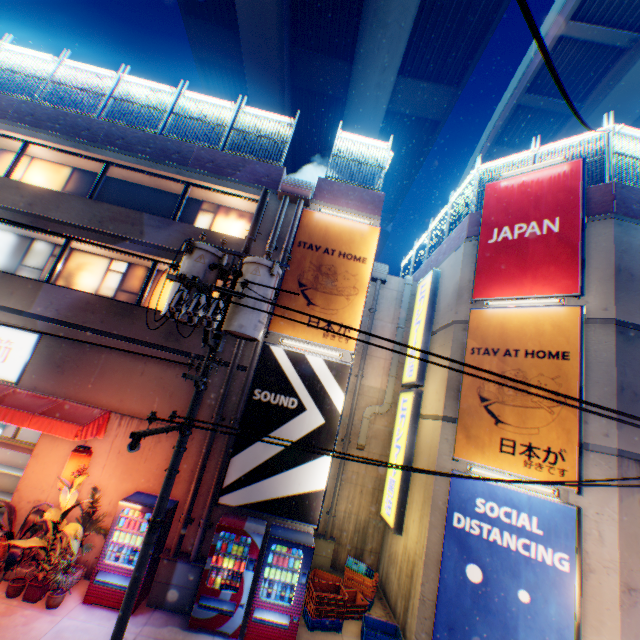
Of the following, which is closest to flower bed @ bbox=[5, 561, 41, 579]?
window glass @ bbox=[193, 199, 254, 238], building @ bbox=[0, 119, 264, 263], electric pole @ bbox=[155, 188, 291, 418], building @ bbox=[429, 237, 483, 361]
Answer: building @ bbox=[0, 119, 264, 263]

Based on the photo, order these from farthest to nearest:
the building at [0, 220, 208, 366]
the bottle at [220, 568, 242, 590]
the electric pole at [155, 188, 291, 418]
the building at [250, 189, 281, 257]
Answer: the building at [250, 189, 281, 257] → the building at [0, 220, 208, 366] → the bottle at [220, 568, 242, 590] → the electric pole at [155, 188, 291, 418]

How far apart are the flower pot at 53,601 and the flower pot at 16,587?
0.15m

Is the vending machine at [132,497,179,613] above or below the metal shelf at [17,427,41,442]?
below

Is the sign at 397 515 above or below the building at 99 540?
above

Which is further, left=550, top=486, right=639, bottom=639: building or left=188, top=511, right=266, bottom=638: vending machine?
left=188, top=511, right=266, bottom=638: vending machine

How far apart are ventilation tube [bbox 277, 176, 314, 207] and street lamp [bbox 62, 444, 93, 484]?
8.8 meters

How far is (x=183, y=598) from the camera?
7.4m
